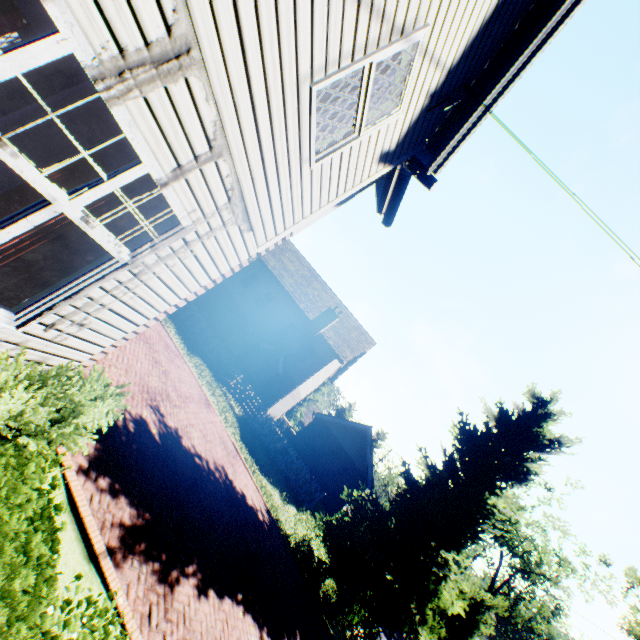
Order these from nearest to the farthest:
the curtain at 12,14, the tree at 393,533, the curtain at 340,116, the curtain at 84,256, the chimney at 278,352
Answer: the curtain at 84,256 → the curtain at 340,116 → the curtain at 12,14 → the tree at 393,533 → the chimney at 278,352

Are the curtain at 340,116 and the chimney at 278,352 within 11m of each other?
no

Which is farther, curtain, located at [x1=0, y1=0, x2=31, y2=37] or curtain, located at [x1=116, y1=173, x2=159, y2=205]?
curtain, located at [x1=0, y1=0, x2=31, y2=37]

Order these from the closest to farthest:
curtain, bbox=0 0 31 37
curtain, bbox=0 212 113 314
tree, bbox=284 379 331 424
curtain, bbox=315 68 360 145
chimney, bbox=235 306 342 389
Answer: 1. curtain, bbox=0 212 113 314
2. curtain, bbox=315 68 360 145
3. curtain, bbox=0 0 31 37
4. chimney, bbox=235 306 342 389
5. tree, bbox=284 379 331 424

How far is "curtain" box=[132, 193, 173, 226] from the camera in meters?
3.4

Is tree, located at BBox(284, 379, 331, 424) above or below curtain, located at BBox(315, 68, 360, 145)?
below

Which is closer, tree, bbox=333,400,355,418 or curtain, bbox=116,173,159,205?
curtain, bbox=116,173,159,205

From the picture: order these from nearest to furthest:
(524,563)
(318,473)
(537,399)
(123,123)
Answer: (123,123) < (537,399) < (318,473) < (524,563)
